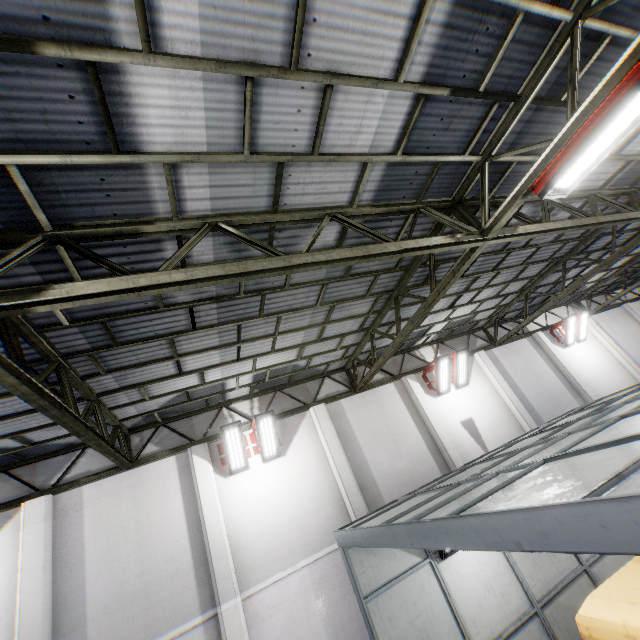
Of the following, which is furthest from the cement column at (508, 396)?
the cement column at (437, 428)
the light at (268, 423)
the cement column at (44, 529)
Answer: the cement column at (44, 529)

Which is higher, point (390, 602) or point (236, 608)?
point (236, 608)

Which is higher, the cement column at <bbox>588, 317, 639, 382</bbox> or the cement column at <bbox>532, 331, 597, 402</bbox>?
the cement column at <bbox>588, 317, 639, 382</bbox>

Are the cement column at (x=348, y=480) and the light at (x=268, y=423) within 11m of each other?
yes

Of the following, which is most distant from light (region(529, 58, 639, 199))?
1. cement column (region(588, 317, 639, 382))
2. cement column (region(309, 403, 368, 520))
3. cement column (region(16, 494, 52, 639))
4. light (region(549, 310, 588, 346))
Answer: cement column (region(588, 317, 639, 382))

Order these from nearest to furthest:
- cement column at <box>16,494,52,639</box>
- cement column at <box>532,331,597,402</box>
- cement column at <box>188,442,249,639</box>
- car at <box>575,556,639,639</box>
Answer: car at <box>575,556,639,639</box>
cement column at <box>16,494,52,639</box>
cement column at <box>188,442,249,639</box>
cement column at <box>532,331,597,402</box>

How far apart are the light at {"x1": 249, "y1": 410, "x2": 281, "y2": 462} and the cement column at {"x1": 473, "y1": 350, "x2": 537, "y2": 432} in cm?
A: 924

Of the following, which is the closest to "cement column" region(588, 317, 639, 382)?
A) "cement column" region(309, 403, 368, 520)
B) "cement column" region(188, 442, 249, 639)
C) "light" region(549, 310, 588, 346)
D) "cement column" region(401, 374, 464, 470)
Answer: "light" region(549, 310, 588, 346)
